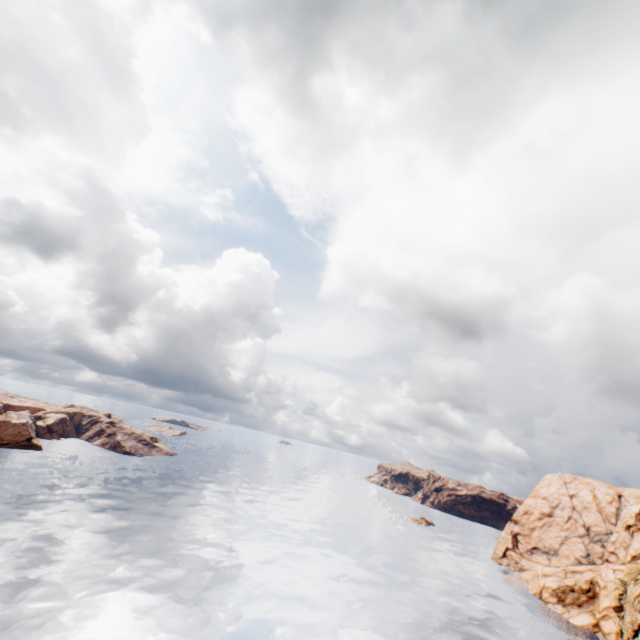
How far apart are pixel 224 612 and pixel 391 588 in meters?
32.9 m
